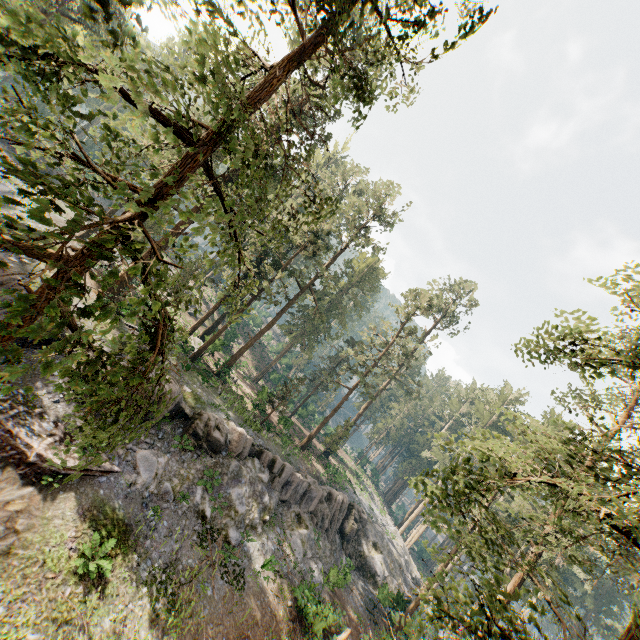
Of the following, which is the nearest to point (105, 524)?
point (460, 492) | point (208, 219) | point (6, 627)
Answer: point (6, 627)

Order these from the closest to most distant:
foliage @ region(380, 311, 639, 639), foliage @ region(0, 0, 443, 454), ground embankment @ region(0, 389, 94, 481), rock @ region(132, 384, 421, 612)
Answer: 1. foliage @ region(0, 0, 443, 454)
2. foliage @ region(380, 311, 639, 639)
3. ground embankment @ region(0, 389, 94, 481)
4. rock @ region(132, 384, 421, 612)

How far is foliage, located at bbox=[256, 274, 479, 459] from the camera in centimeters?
3469cm

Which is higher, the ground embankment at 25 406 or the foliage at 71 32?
the foliage at 71 32

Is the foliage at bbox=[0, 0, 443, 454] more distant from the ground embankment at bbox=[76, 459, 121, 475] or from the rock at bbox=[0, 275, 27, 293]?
the ground embankment at bbox=[76, 459, 121, 475]

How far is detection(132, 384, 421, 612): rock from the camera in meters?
18.2 m

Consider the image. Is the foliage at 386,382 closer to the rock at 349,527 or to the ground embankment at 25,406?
the rock at 349,527
